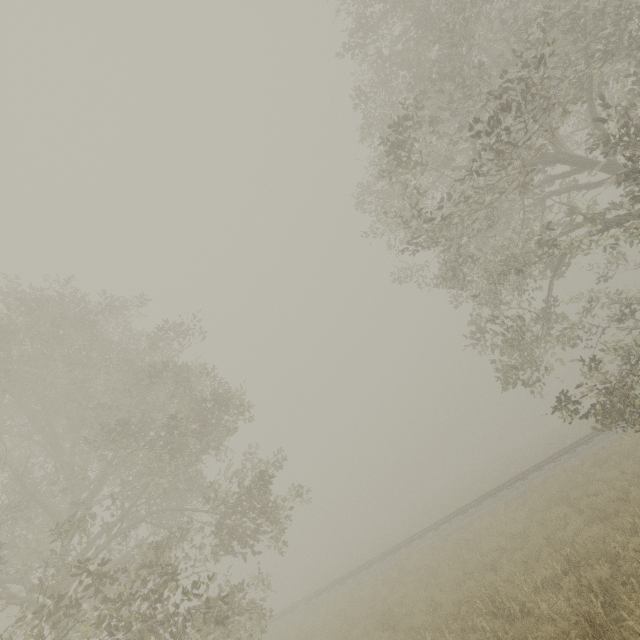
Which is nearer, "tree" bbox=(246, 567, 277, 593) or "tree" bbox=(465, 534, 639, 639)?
"tree" bbox=(465, 534, 639, 639)

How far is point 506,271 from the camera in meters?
8.8

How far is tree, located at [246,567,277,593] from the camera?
12.1 meters

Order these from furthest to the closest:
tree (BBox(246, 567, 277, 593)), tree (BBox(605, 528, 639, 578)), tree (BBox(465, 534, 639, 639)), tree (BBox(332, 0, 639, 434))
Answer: tree (BBox(246, 567, 277, 593)) < tree (BBox(332, 0, 639, 434)) < tree (BBox(605, 528, 639, 578)) < tree (BBox(465, 534, 639, 639))

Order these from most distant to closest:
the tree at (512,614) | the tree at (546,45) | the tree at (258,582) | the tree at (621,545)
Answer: the tree at (258,582) < the tree at (546,45) < the tree at (621,545) < the tree at (512,614)

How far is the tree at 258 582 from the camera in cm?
1205

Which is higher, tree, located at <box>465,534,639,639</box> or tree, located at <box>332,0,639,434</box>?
tree, located at <box>332,0,639,434</box>
